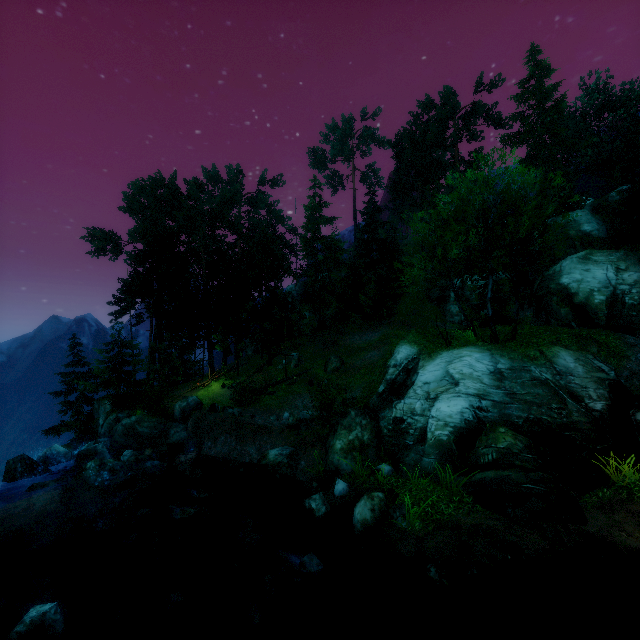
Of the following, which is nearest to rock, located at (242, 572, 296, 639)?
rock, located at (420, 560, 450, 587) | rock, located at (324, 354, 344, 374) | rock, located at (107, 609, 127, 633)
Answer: rock, located at (420, 560, 450, 587)

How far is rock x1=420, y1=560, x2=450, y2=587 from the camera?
7.52m

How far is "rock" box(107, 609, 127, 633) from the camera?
8.8m

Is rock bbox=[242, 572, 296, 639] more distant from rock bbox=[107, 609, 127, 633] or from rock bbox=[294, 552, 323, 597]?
rock bbox=[107, 609, 127, 633]

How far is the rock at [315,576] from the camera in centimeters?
801cm

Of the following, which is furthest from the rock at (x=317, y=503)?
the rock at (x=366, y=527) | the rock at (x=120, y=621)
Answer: the rock at (x=120, y=621)

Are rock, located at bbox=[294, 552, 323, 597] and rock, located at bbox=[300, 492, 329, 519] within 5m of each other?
yes

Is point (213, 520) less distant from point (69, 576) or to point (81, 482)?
point (69, 576)
